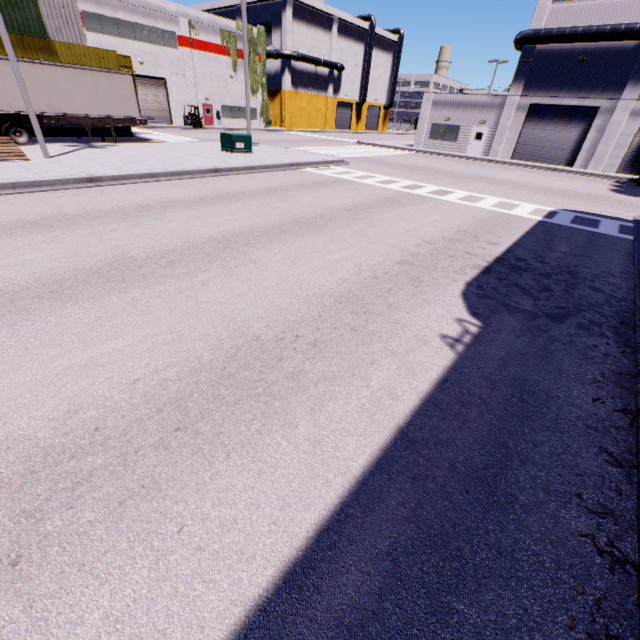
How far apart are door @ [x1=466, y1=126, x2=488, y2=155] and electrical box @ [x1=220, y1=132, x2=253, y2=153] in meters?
23.4

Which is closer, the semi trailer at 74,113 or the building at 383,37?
the semi trailer at 74,113

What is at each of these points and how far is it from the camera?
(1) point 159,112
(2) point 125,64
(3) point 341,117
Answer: (1) roll-up door, 36.72m
(2) cargo container door, 24.33m
(3) roll-up door, 59.69m

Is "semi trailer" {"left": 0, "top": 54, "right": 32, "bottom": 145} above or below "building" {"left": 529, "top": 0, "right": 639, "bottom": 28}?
below

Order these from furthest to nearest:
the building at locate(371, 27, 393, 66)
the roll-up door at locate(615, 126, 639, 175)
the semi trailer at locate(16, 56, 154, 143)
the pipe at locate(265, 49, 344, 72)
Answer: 1. the building at locate(371, 27, 393, 66)
2. the pipe at locate(265, 49, 344, 72)
3. the roll-up door at locate(615, 126, 639, 175)
4. the semi trailer at locate(16, 56, 154, 143)

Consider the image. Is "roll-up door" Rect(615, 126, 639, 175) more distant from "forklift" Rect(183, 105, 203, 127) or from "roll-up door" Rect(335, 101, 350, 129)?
"forklift" Rect(183, 105, 203, 127)

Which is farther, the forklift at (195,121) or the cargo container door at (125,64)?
the forklift at (195,121)
